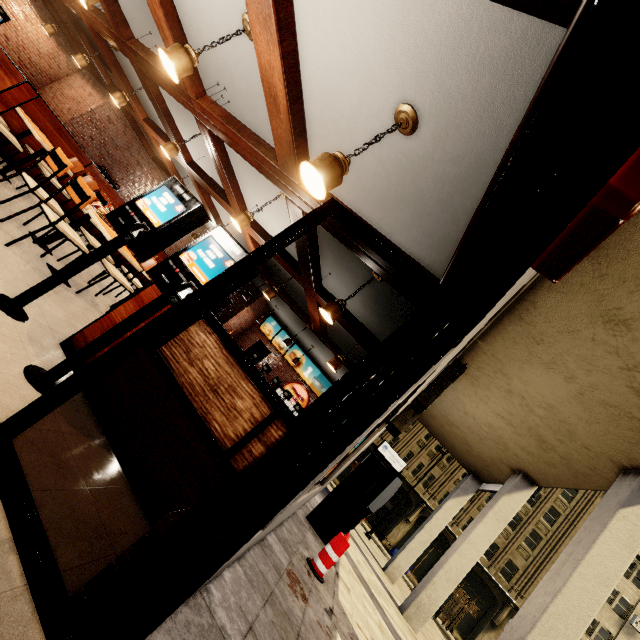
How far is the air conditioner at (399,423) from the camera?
7.82m

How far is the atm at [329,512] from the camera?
7.0 meters

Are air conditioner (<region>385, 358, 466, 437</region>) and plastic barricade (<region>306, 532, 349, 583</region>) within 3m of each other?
no

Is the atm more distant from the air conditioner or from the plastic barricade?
A: the plastic barricade

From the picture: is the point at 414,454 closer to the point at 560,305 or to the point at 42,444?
the point at 560,305

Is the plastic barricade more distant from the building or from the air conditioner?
the air conditioner

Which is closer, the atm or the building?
the building

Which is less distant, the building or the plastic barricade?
the building
